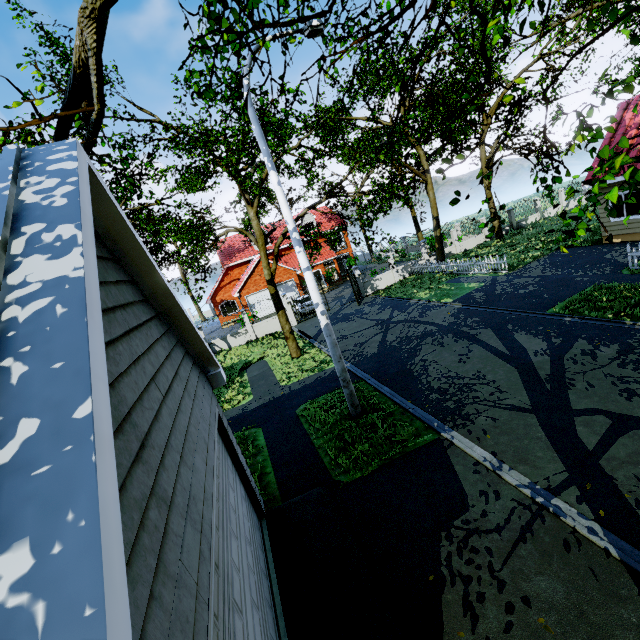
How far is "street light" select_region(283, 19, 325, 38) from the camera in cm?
770

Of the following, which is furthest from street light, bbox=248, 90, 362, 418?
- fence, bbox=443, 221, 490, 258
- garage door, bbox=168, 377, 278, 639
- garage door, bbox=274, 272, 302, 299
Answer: → garage door, bbox=274, 272, 302, 299

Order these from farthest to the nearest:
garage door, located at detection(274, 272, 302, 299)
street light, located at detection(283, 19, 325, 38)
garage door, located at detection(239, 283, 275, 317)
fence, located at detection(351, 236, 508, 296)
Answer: garage door, located at detection(274, 272, 302, 299)
garage door, located at detection(239, 283, 275, 317)
fence, located at detection(351, 236, 508, 296)
street light, located at detection(283, 19, 325, 38)

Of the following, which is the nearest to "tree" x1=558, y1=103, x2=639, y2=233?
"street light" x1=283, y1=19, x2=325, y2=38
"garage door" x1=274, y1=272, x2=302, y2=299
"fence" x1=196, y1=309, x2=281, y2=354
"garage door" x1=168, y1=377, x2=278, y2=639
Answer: "fence" x1=196, y1=309, x2=281, y2=354

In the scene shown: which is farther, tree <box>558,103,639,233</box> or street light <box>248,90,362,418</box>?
street light <box>248,90,362,418</box>

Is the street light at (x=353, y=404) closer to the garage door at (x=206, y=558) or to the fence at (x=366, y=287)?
the garage door at (x=206, y=558)

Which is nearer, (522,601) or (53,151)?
(53,151)

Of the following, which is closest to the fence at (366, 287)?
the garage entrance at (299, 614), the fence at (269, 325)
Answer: the fence at (269, 325)
